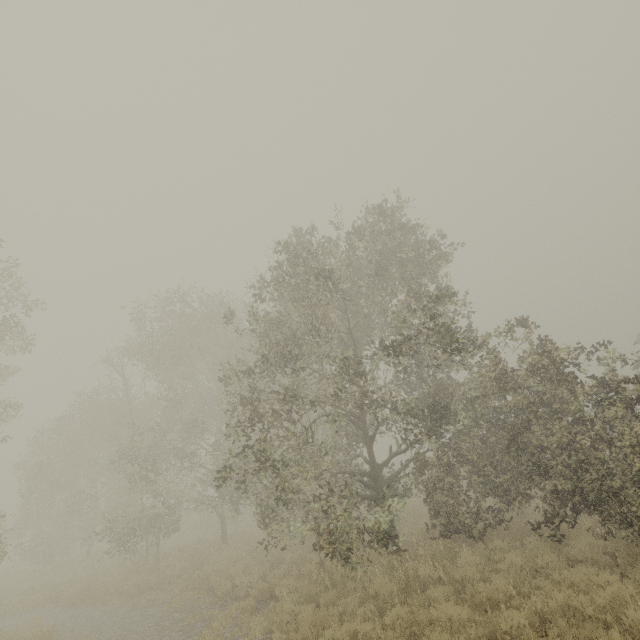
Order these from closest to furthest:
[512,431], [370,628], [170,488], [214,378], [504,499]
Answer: [370,628] → [512,431] → [504,499] → [170,488] → [214,378]
